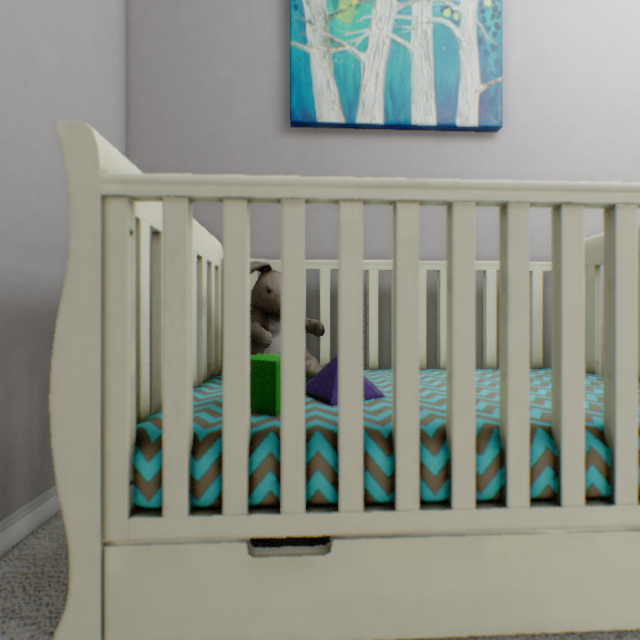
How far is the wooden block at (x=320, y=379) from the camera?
0.7m

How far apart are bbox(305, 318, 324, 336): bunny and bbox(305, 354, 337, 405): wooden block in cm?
6

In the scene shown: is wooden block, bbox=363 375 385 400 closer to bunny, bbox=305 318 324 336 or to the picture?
bunny, bbox=305 318 324 336

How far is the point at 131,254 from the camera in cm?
47

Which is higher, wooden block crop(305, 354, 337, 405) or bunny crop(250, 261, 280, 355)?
bunny crop(250, 261, 280, 355)

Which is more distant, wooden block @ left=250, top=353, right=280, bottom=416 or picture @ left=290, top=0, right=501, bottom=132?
picture @ left=290, top=0, right=501, bottom=132

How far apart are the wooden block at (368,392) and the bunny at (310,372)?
0.06m
